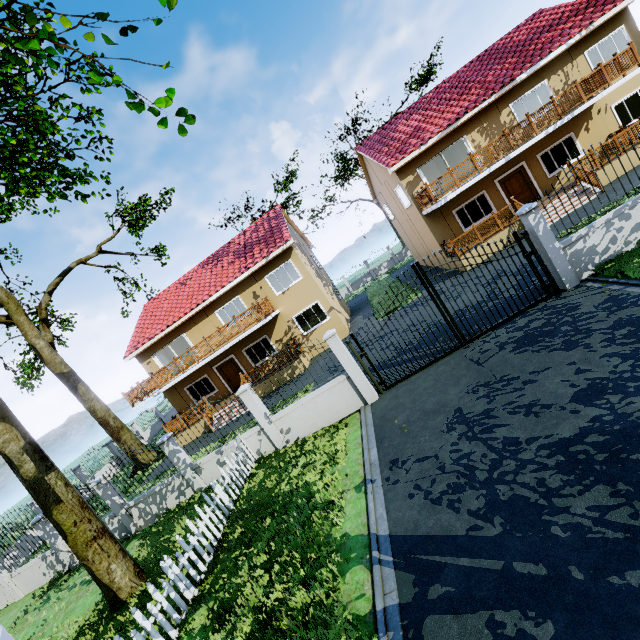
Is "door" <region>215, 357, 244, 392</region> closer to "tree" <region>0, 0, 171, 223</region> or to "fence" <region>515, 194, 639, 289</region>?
"tree" <region>0, 0, 171, 223</region>

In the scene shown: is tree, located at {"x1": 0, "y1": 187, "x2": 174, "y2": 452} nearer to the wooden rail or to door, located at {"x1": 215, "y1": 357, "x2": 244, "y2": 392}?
door, located at {"x1": 215, "y1": 357, "x2": 244, "y2": 392}

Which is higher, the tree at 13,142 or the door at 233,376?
the tree at 13,142

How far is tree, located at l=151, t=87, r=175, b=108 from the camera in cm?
336

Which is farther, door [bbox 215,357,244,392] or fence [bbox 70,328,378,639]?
door [bbox 215,357,244,392]

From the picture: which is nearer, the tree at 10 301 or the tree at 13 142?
the tree at 13 142

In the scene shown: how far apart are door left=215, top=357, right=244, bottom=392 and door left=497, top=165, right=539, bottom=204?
18.6 meters

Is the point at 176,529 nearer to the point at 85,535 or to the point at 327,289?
the point at 85,535
